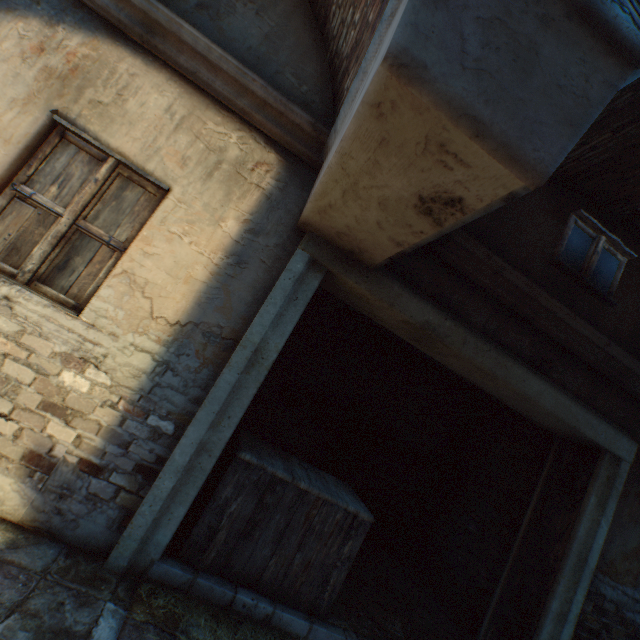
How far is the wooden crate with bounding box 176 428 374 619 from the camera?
2.8 meters

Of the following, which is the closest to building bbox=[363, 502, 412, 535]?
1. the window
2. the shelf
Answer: the window

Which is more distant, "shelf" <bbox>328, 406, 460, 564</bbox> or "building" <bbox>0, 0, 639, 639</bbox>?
"shelf" <bbox>328, 406, 460, 564</bbox>

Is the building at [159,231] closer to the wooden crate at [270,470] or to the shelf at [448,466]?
the wooden crate at [270,470]

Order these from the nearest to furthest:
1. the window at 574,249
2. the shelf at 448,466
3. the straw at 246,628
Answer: the straw at 246,628
the window at 574,249
the shelf at 448,466

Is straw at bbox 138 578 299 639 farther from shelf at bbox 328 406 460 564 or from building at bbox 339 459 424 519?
shelf at bbox 328 406 460 564

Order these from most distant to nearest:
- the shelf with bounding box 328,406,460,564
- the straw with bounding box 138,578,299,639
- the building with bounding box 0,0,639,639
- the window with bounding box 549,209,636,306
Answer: the shelf with bounding box 328,406,460,564, the window with bounding box 549,209,636,306, the straw with bounding box 138,578,299,639, the building with bounding box 0,0,639,639

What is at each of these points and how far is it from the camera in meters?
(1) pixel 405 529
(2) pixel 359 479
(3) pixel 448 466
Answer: (1) building, 5.9
(2) building, 5.7
(3) shelf, 5.9
